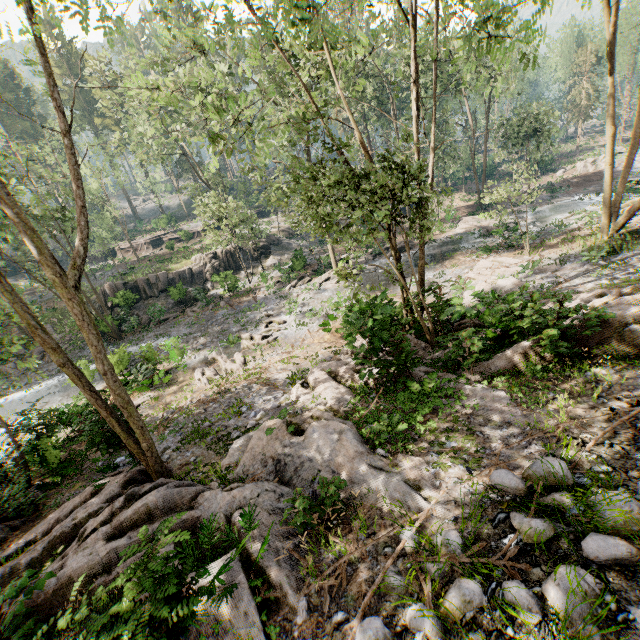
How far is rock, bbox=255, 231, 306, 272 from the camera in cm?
3167

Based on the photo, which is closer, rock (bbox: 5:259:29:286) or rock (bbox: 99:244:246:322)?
rock (bbox: 99:244:246:322)

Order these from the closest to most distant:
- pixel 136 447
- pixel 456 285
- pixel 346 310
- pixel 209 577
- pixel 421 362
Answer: pixel 209 577
pixel 136 447
pixel 421 362
pixel 346 310
pixel 456 285

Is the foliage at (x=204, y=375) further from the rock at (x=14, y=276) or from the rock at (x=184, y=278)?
the rock at (x=14, y=276)

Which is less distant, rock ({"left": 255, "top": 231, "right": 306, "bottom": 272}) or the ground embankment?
rock ({"left": 255, "top": 231, "right": 306, "bottom": 272})

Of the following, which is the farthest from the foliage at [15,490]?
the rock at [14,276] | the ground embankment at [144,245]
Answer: the rock at [14,276]

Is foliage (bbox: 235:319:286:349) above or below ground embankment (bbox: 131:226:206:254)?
below
